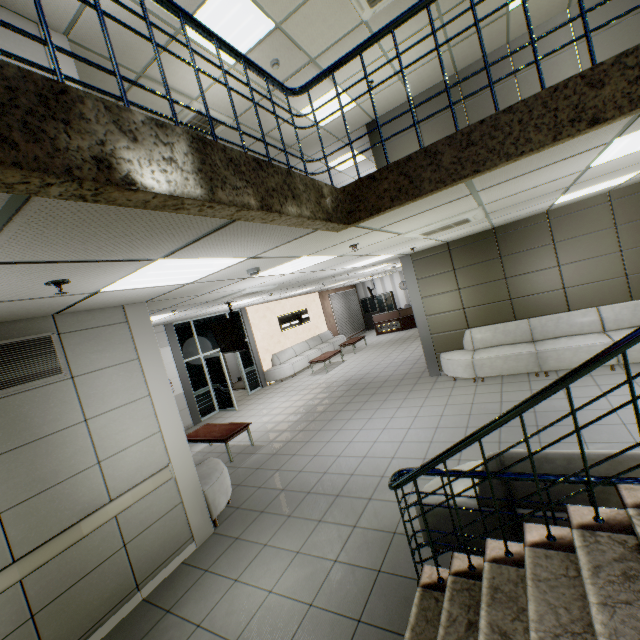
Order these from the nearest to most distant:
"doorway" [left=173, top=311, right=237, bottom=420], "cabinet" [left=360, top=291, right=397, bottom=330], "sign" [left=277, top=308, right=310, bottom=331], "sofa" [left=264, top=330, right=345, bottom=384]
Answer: "doorway" [left=173, top=311, right=237, bottom=420], "sofa" [left=264, top=330, right=345, bottom=384], "sign" [left=277, top=308, right=310, bottom=331], "cabinet" [left=360, top=291, right=397, bottom=330]

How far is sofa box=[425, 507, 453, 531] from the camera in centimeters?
292cm

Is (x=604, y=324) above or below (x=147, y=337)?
below

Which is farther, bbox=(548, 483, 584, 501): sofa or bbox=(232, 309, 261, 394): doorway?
bbox=(232, 309, 261, 394): doorway

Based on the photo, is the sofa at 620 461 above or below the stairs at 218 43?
below

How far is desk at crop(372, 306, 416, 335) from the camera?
17.4m

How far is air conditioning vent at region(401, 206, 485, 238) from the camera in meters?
4.0

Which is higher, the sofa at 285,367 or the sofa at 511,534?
the sofa at 285,367
